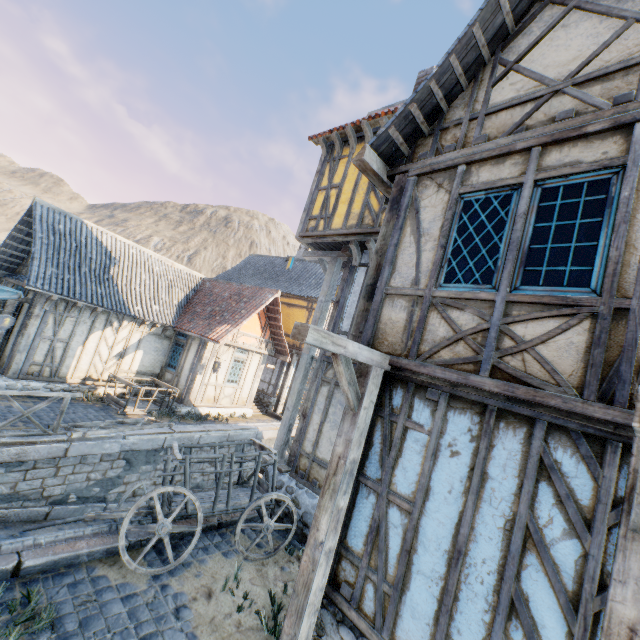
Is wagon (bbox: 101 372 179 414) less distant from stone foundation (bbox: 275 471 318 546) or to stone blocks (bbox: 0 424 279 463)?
stone blocks (bbox: 0 424 279 463)

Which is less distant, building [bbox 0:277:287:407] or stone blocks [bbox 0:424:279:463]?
stone blocks [bbox 0:424:279:463]

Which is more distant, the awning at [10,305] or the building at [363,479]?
the awning at [10,305]

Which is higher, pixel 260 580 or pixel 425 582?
pixel 425 582

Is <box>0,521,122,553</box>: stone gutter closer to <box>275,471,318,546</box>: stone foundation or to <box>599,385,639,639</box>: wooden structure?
<box>275,471,318,546</box>: stone foundation

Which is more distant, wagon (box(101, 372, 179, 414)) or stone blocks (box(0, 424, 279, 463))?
wagon (box(101, 372, 179, 414))

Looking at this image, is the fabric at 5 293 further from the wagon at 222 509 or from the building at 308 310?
the building at 308 310

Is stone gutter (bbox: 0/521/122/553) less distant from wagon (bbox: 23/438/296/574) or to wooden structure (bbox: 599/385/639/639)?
wagon (bbox: 23/438/296/574)
